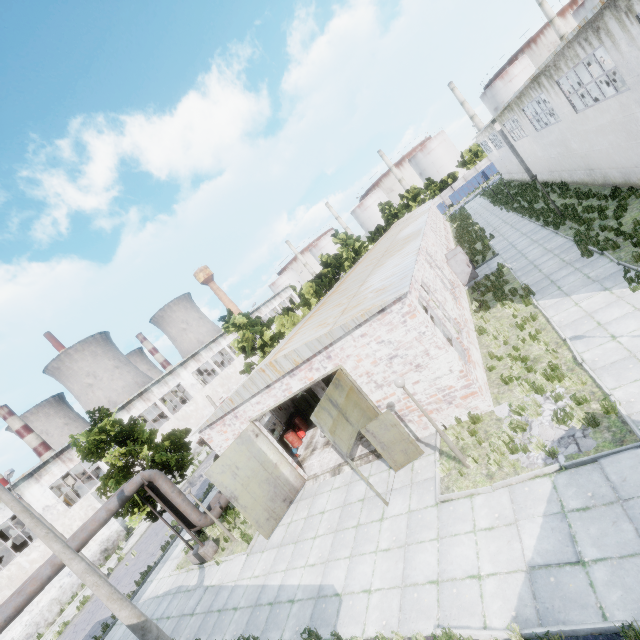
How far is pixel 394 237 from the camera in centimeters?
2900cm

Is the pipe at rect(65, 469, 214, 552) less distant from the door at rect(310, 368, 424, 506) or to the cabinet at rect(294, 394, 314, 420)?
A: the cabinet at rect(294, 394, 314, 420)

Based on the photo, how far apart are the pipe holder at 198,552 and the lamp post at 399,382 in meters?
13.1 m

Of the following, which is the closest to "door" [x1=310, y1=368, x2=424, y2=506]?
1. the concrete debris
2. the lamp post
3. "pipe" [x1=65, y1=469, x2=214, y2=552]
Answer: the lamp post

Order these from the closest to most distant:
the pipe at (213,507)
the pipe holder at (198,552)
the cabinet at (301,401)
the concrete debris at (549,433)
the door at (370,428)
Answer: the concrete debris at (549,433) < the door at (370,428) < the pipe holder at (198,552) < the pipe at (213,507) < the cabinet at (301,401)

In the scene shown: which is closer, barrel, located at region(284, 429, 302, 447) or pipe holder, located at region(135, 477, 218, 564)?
pipe holder, located at region(135, 477, 218, 564)

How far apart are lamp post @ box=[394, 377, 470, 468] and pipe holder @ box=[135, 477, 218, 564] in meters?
13.1

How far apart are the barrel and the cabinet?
1.74m
